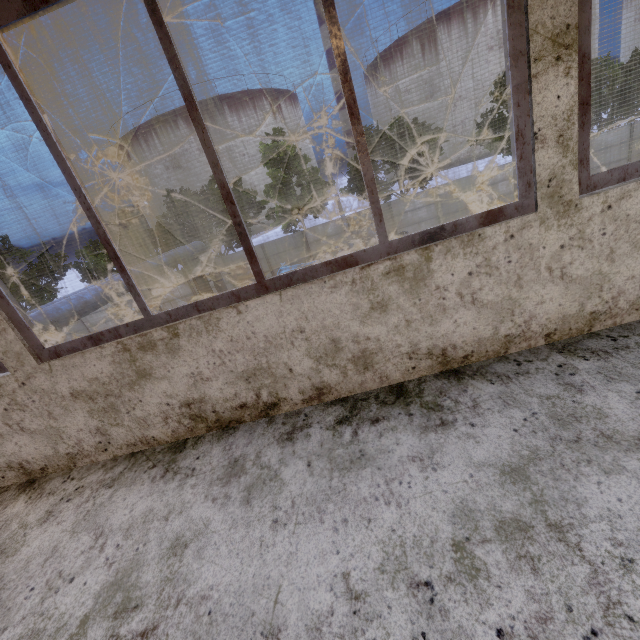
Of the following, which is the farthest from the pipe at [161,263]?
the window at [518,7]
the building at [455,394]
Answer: the window at [518,7]

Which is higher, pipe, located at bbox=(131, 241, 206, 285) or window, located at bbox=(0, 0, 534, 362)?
window, located at bbox=(0, 0, 534, 362)

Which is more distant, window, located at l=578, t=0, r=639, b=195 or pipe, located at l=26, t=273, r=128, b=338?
pipe, located at l=26, t=273, r=128, b=338

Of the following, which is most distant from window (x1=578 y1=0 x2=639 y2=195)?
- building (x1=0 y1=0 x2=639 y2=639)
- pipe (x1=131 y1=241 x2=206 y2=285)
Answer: pipe (x1=131 y1=241 x2=206 y2=285)

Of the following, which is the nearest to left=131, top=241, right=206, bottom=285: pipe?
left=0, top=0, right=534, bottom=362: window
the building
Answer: the building

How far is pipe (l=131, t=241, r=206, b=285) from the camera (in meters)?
10.71

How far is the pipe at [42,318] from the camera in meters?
6.9 m

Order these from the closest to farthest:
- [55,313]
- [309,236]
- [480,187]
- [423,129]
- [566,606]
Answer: [566,606] < [55,313] < [480,187] < [309,236] < [423,129]
